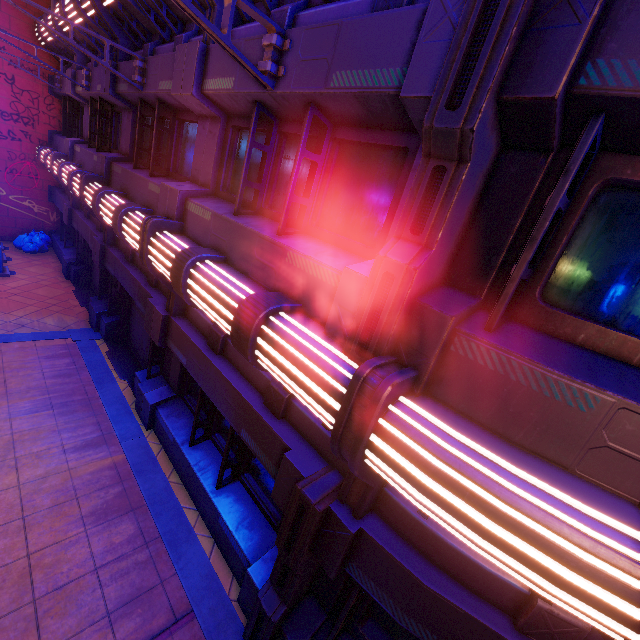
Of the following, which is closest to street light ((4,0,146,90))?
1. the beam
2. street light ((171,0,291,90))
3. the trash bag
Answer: street light ((171,0,291,90))

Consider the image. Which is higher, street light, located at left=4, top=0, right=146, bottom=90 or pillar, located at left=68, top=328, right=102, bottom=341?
street light, located at left=4, top=0, right=146, bottom=90

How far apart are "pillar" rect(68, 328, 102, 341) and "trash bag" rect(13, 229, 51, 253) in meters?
7.9 m

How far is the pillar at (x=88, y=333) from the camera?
10.0 meters

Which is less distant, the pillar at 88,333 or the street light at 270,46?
the street light at 270,46

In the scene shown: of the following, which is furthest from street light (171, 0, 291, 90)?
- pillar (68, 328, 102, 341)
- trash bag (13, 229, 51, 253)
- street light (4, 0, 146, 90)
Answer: trash bag (13, 229, 51, 253)

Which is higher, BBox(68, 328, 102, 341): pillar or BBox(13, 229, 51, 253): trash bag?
BBox(13, 229, 51, 253): trash bag

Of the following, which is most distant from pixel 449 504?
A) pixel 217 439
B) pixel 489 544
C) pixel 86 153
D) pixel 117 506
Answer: pixel 86 153
